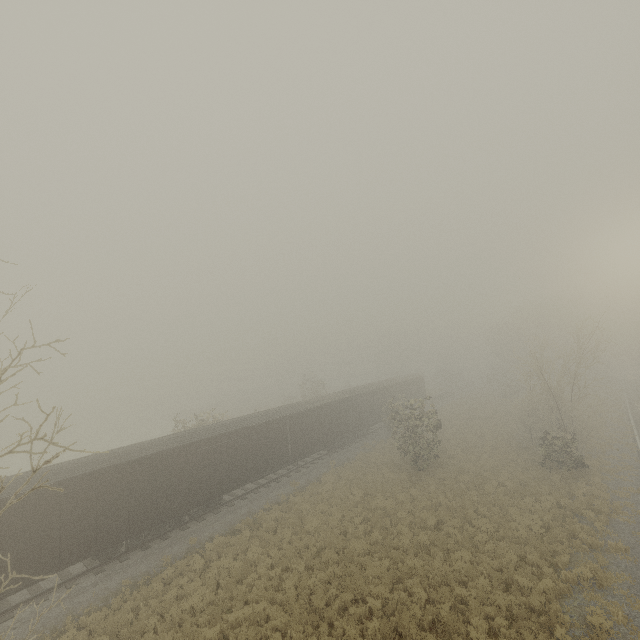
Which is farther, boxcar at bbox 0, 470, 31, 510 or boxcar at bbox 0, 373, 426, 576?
boxcar at bbox 0, 373, 426, 576

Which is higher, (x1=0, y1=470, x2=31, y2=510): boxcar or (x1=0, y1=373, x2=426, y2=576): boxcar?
(x1=0, y1=470, x2=31, y2=510): boxcar

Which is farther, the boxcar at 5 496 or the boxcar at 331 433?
the boxcar at 331 433

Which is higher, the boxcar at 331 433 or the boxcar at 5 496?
the boxcar at 5 496

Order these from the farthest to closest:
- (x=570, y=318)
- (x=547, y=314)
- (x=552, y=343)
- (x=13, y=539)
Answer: (x=547, y=314) < (x=570, y=318) < (x=552, y=343) < (x=13, y=539)
